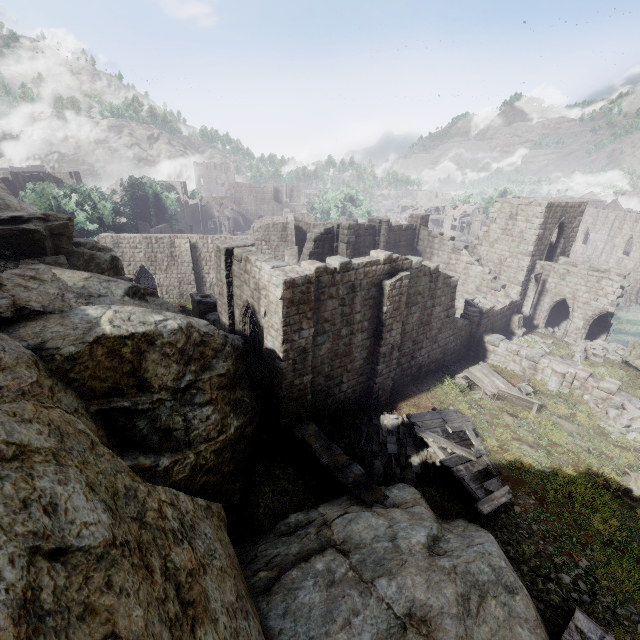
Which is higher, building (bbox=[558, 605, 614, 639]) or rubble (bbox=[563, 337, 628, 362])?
building (bbox=[558, 605, 614, 639])

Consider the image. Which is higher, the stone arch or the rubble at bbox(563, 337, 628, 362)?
the rubble at bbox(563, 337, 628, 362)

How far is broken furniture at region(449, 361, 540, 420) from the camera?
16.0 meters

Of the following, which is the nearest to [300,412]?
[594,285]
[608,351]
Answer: [608,351]

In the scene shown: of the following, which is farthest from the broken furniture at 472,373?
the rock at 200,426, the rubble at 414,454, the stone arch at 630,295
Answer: the stone arch at 630,295

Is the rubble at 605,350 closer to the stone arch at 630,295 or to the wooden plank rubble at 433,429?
the wooden plank rubble at 433,429

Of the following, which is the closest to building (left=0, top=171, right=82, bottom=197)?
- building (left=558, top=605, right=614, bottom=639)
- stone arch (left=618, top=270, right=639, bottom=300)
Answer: stone arch (left=618, top=270, right=639, bottom=300)

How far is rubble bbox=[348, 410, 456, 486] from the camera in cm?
1188
